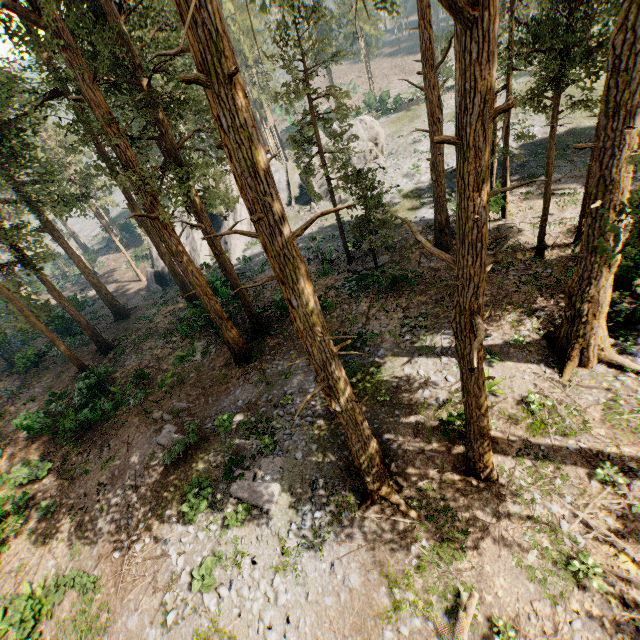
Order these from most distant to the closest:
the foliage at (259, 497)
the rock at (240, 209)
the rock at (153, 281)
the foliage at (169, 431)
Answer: the rock at (240, 209) < the rock at (153, 281) < the foliage at (169, 431) < the foliage at (259, 497)

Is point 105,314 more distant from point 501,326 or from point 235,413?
point 501,326

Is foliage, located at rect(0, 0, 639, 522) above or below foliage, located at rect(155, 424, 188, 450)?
above

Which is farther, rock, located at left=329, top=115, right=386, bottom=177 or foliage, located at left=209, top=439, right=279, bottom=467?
rock, located at left=329, top=115, right=386, bottom=177

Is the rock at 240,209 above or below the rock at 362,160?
below
